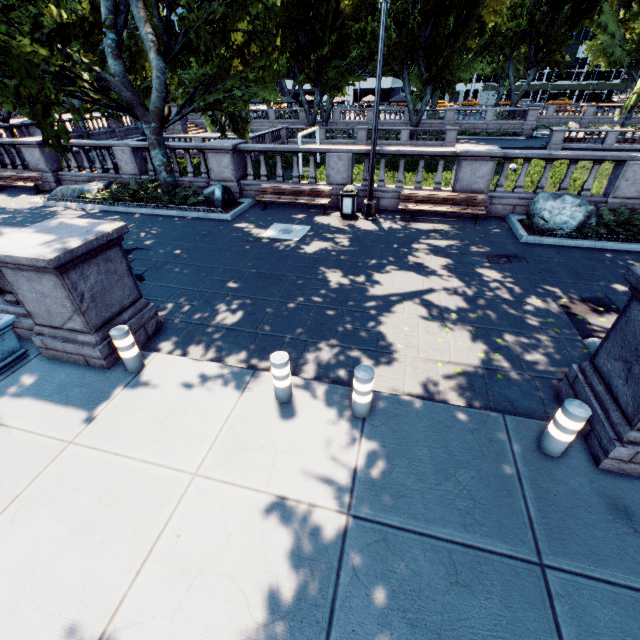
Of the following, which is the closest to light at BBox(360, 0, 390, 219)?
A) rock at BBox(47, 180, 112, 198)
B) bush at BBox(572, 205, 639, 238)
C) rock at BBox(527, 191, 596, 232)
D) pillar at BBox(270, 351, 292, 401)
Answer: rock at BBox(527, 191, 596, 232)

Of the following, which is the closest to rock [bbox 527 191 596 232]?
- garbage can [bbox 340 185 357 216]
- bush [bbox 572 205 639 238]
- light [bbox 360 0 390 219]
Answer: bush [bbox 572 205 639 238]

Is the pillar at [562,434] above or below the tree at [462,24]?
below

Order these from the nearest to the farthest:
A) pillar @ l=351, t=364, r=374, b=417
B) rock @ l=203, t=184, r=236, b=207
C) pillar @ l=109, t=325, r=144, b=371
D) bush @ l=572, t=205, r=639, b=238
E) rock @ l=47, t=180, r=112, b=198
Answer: pillar @ l=351, t=364, r=374, b=417 → pillar @ l=109, t=325, r=144, b=371 → bush @ l=572, t=205, r=639, b=238 → rock @ l=203, t=184, r=236, b=207 → rock @ l=47, t=180, r=112, b=198

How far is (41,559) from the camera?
3.3m

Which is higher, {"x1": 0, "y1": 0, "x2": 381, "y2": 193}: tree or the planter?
{"x1": 0, "y1": 0, "x2": 381, "y2": 193}: tree

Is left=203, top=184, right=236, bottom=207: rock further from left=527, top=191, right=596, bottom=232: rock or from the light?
left=527, top=191, right=596, bottom=232: rock

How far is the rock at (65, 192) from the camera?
14.1m
